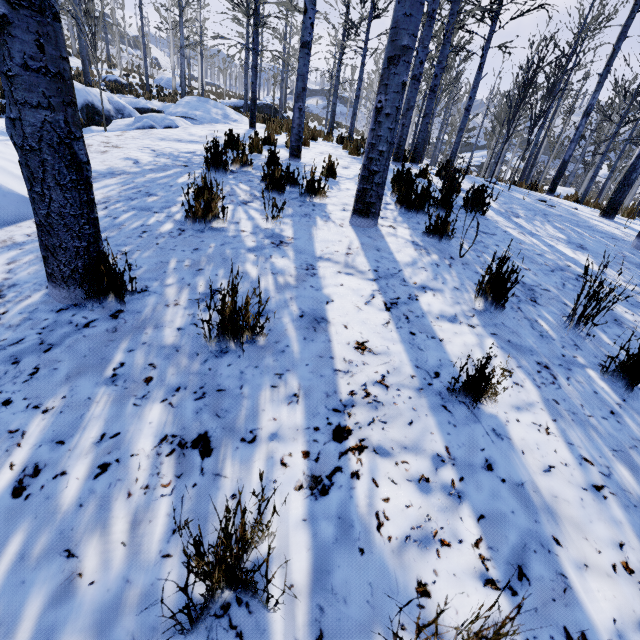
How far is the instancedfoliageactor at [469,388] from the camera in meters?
1.6

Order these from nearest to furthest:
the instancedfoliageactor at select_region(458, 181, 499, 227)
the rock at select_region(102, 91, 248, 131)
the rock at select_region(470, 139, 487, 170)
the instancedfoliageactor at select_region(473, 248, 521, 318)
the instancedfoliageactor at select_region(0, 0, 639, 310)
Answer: the instancedfoliageactor at select_region(0, 0, 639, 310), the instancedfoliageactor at select_region(473, 248, 521, 318), the instancedfoliageactor at select_region(458, 181, 499, 227), the rock at select_region(102, 91, 248, 131), the rock at select_region(470, 139, 487, 170)

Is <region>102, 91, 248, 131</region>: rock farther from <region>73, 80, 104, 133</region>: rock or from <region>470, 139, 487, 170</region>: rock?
<region>470, 139, 487, 170</region>: rock

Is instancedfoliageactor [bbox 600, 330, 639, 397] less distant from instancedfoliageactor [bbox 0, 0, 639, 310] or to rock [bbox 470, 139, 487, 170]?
instancedfoliageactor [bbox 0, 0, 639, 310]

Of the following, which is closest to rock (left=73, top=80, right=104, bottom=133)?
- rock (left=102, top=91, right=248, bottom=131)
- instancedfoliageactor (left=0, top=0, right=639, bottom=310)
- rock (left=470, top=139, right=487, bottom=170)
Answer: instancedfoliageactor (left=0, top=0, right=639, bottom=310)

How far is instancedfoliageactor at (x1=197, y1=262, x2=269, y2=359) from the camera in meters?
1.6 m

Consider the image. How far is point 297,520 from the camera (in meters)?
1.18

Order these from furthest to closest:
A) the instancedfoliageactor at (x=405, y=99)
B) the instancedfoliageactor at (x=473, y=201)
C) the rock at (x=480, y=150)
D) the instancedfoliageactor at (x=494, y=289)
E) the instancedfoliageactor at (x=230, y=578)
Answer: the rock at (x=480, y=150) → the instancedfoliageactor at (x=473, y=201) → the instancedfoliageactor at (x=494, y=289) → the instancedfoliageactor at (x=405, y=99) → the instancedfoliageactor at (x=230, y=578)
